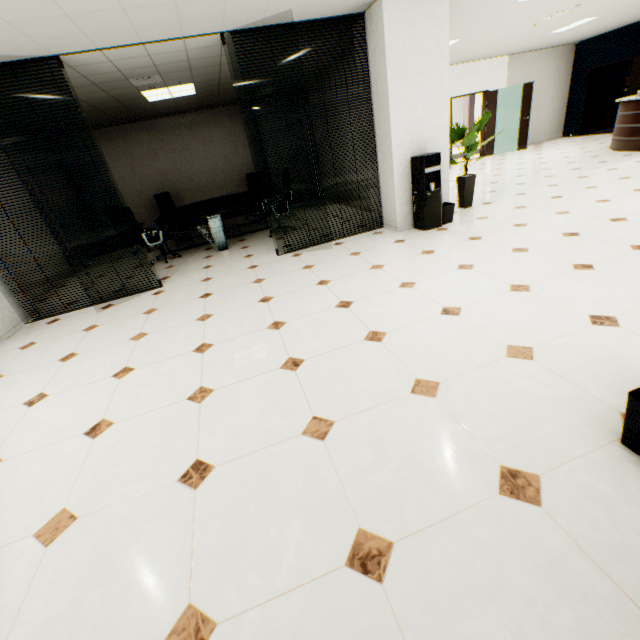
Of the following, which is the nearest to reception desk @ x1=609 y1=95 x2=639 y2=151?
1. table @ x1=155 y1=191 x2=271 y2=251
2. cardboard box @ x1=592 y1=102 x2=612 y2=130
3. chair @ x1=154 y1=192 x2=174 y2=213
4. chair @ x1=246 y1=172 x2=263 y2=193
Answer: cardboard box @ x1=592 y1=102 x2=612 y2=130

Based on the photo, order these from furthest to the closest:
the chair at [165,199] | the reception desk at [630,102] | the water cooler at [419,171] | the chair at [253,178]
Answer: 1. the chair at [253,178]
2. the chair at [165,199]
3. the reception desk at [630,102]
4. the water cooler at [419,171]

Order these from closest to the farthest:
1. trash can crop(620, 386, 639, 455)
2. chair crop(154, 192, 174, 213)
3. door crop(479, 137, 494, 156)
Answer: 1. trash can crop(620, 386, 639, 455)
2. chair crop(154, 192, 174, 213)
3. door crop(479, 137, 494, 156)

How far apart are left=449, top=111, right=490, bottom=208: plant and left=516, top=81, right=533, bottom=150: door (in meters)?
8.05

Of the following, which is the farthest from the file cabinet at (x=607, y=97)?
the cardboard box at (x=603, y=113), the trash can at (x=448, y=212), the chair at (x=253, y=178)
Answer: the chair at (x=253, y=178)

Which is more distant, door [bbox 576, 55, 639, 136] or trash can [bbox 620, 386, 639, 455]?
door [bbox 576, 55, 639, 136]

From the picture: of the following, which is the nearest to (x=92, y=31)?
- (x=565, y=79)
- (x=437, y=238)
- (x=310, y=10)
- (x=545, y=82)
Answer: (x=310, y=10)

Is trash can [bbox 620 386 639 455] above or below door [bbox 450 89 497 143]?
below
